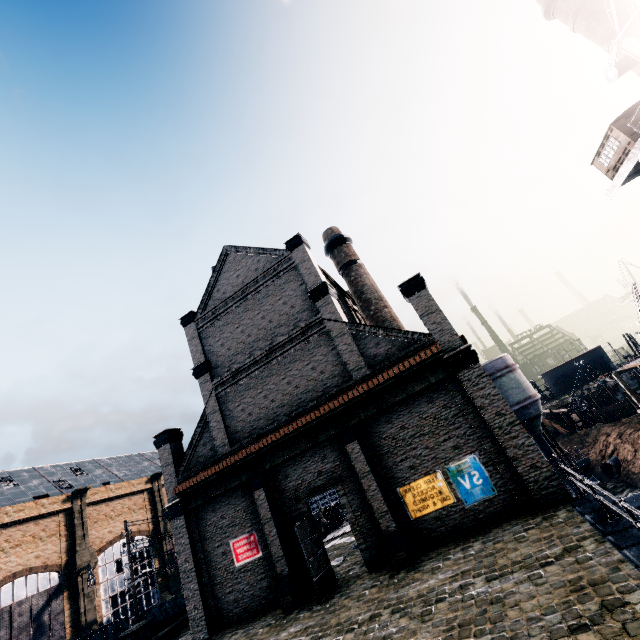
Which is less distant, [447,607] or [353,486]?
[447,607]

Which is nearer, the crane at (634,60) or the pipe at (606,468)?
the crane at (634,60)

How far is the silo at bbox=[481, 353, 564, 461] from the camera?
31.56m

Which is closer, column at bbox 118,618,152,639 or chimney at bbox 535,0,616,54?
column at bbox 118,618,152,639

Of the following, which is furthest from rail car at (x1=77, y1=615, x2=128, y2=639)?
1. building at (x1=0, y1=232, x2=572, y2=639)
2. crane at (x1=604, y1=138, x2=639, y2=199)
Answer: crane at (x1=604, y1=138, x2=639, y2=199)

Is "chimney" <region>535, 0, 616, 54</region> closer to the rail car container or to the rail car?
the rail car container

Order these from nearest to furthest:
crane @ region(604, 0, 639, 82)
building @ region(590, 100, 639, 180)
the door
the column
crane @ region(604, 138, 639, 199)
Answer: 1. the door
2. the column
3. crane @ region(604, 0, 639, 82)
4. crane @ region(604, 138, 639, 199)
5. building @ region(590, 100, 639, 180)

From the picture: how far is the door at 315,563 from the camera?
14.38m
